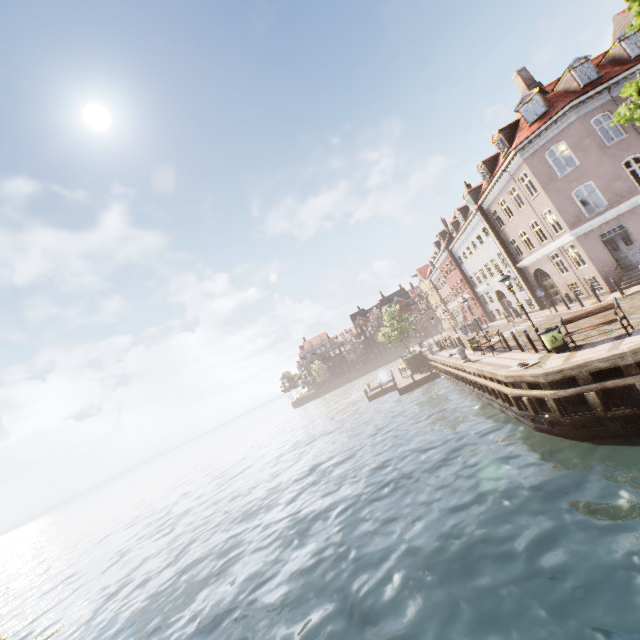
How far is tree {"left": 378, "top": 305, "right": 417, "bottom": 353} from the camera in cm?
4030

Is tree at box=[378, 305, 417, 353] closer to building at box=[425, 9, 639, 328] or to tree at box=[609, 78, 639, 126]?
building at box=[425, 9, 639, 328]

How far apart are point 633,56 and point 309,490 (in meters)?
31.65

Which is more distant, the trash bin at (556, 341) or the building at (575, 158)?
the building at (575, 158)

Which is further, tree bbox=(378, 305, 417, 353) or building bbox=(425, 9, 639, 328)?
tree bbox=(378, 305, 417, 353)

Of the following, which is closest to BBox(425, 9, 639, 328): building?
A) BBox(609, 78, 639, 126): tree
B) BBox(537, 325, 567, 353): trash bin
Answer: BBox(609, 78, 639, 126): tree

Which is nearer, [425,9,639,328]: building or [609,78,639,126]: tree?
[609,78,639,126]: tree

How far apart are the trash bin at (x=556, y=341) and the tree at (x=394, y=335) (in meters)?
27.51
